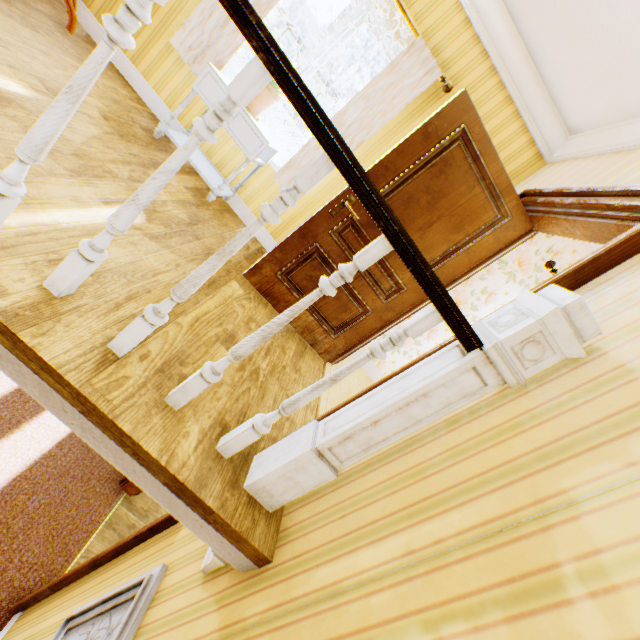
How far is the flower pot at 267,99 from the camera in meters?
2.9

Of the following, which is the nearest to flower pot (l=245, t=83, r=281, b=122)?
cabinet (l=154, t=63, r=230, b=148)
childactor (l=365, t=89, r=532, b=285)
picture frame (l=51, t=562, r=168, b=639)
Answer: cabinet (l=154, t=63, r=230, b=148)

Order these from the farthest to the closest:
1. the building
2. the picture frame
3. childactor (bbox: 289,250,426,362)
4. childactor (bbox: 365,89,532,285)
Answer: childactor (bbox: 289,250,426,362)
childactor (bbox: 365,89,532,285)
the picture frame
the building

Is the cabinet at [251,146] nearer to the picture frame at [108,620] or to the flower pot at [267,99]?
the flower pot at [267,99]

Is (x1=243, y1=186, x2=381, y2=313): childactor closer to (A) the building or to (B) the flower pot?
(A) the building

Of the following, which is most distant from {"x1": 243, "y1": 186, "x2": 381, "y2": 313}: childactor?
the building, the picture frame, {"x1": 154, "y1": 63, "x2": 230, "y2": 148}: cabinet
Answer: the picture frame

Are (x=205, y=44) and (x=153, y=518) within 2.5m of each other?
no

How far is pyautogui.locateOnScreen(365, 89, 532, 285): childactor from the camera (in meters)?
2.42
